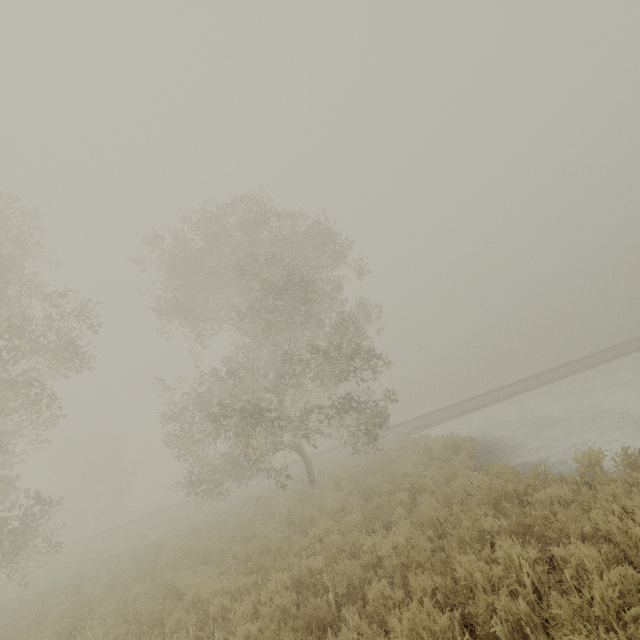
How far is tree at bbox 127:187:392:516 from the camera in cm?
1342

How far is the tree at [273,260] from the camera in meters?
13.4 m

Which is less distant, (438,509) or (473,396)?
(438,509)
